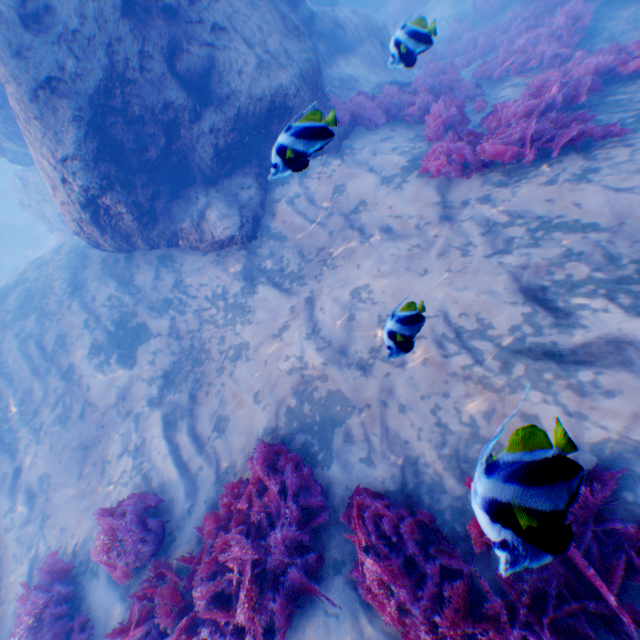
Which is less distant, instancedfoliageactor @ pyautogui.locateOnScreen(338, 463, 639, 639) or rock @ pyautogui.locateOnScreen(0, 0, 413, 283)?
instancedfoliageactor @ pyautogui.locateOnScreen(338, 463, 639, 639)

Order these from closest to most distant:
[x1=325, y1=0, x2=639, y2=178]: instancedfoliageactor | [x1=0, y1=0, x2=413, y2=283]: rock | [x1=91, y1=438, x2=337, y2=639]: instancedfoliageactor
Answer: [x1=91, y1=438, x2=337, y2=639]: instancedfoliageactor, [x1=325, y1=0, x2=639, y2=178]: instancedfoliageactor, [x1=0, y1=0, x2=413, y2=283]: rock

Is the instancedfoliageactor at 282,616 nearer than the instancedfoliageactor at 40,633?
Yes

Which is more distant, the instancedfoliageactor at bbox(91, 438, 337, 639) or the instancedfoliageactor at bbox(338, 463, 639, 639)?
the instancedfoliageactor at bbox(91, 438, 337, 639)

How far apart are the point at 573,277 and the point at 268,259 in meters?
5.3 m

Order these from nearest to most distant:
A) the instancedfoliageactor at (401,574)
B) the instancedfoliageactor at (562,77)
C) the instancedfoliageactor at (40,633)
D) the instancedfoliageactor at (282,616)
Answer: the instancedfoliageactor at (401,574) → the instancedfoliageactor at (282,616) → the instancedfoliageactor at (40,633) → the instancedfoliageactor at (562,77)

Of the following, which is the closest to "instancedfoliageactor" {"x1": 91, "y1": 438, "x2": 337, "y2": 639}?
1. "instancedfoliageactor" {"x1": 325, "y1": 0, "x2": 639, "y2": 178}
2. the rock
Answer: the rock
